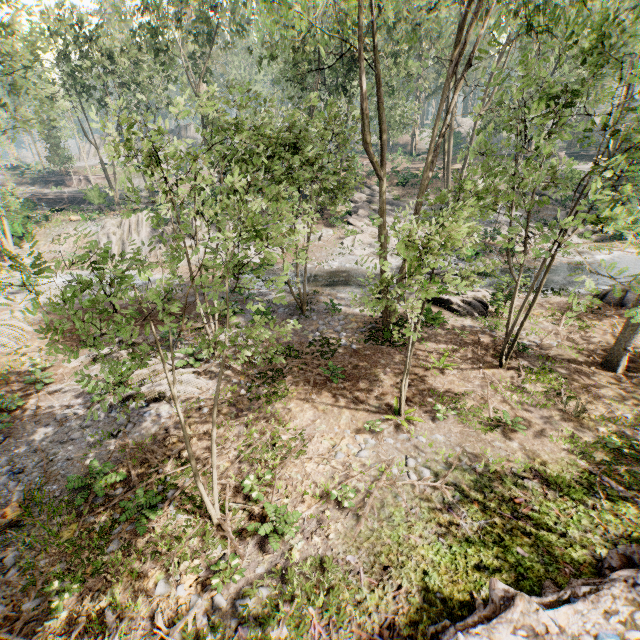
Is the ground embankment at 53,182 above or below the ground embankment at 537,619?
above

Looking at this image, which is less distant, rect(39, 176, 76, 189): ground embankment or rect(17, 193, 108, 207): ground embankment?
rect(17, 193, 108, 207): ground embankment

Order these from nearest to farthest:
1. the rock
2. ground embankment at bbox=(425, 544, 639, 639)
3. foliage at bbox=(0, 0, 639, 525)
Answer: ground embankment at bbox=(425, 544, 639, 639), foliage at bbox=(0, 0, 639, 525), the rock

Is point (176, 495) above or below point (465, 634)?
below

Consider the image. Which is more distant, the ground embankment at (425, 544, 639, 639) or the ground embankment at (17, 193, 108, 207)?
the ground embankment at (17, 193, 108, 207)

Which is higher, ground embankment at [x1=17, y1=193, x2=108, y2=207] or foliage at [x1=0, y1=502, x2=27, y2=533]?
ground embankment at [x1=17, y1=193, x2=108, y2=207]

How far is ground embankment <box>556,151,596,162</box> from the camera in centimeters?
4747cm

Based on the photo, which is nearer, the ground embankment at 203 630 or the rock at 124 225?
the ground embankment at 203 630
